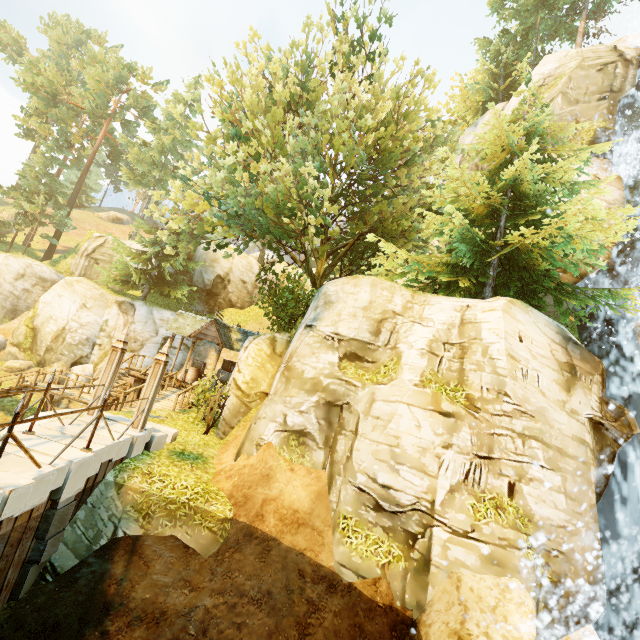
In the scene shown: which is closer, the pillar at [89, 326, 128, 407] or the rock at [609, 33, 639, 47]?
the pillar at [89, 326, 128, 407]

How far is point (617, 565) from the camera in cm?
722

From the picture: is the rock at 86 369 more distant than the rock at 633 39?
Yes

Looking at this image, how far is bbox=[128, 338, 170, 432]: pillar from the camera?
9.2m

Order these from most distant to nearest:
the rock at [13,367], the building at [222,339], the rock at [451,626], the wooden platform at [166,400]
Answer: the rock at [13,367]
the building at [222,339]
the wooden platform at [166,400]
the rock at [451,626]

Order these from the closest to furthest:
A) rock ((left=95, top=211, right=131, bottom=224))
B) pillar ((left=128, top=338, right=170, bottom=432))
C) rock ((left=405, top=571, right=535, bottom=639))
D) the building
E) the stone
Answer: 1. rock ((left=405, top=571, right=535, bottom=639))
2. pillar ((left=128, top=338, right=170, bottom=432))
3. the stone
4. the building
5. rock ((left=95, top=211, right=131, bottom=224))

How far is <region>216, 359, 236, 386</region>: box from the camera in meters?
22.8

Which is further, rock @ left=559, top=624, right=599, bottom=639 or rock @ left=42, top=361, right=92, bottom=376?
rock @ left=42, top=361, right=92, bottom=376
